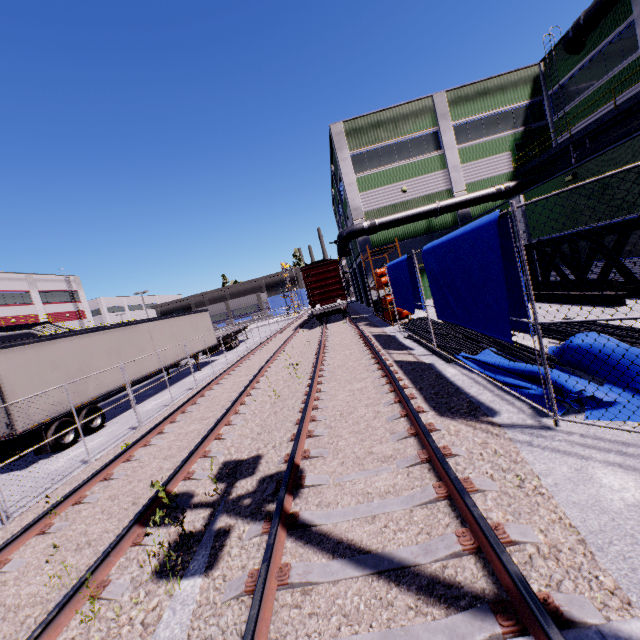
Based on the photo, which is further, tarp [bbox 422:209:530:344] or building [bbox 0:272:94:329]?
building [bbox 0:272:94:329]

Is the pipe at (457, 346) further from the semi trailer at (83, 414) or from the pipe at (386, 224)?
the semi trailer at (83, 414)

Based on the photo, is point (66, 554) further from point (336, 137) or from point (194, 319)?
point (336, 137)

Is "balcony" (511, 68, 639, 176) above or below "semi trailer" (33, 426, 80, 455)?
above

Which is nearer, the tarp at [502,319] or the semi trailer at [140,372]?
the tarp at [502,319]

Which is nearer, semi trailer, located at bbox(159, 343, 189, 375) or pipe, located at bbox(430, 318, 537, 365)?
pipe, located at bbox(430, 318, 537, 365)

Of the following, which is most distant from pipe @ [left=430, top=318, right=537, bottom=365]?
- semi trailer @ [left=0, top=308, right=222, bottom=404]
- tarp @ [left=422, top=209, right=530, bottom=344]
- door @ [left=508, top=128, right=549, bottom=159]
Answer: door @ [left=508, top=128, right=549, bottom=159]

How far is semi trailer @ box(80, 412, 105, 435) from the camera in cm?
1193
